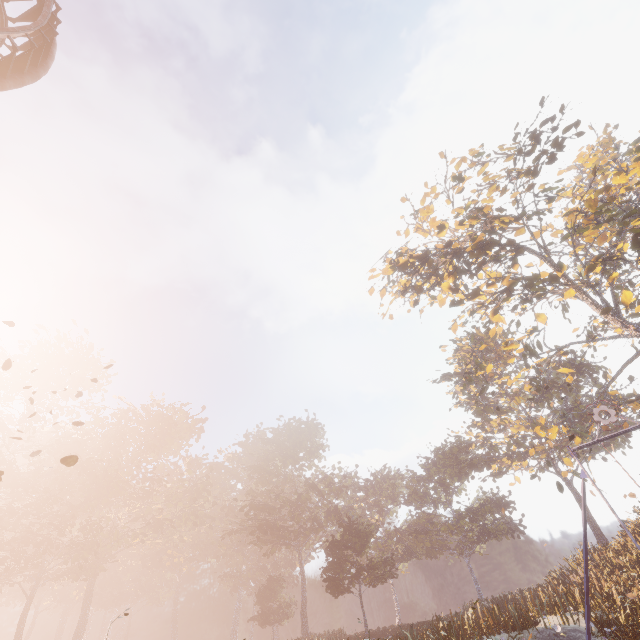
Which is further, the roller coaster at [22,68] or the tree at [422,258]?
the tree at [422,258]

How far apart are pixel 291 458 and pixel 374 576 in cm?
2087

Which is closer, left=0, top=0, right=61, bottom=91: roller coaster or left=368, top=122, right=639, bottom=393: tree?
left=0, top=0, right=61, bottom=91: roller coaster
